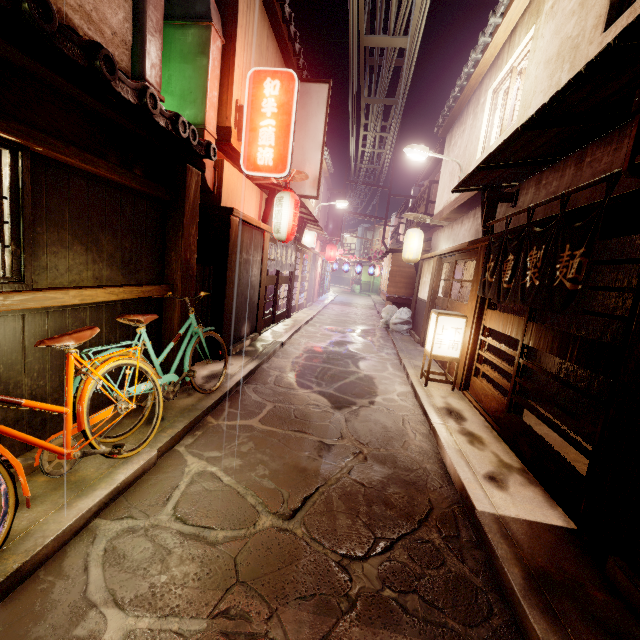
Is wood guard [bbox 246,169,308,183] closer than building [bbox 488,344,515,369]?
No

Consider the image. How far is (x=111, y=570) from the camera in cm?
402

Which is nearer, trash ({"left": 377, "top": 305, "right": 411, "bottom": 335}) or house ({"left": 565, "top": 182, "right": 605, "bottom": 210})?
house ({"left": 565, "top": 182, "right": 605, "bottom": 210})

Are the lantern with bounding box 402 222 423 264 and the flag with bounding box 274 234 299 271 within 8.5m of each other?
yes

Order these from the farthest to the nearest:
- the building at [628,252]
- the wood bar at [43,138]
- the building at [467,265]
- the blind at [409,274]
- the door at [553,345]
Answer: the blind at [409,274]
the building at [467,265]
the building at [628,252]
the door at [553,345]
the wood bar at [43,138]

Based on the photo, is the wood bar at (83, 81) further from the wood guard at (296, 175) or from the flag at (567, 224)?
the flag at (567, 224)

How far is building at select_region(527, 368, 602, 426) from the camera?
10.8 meters

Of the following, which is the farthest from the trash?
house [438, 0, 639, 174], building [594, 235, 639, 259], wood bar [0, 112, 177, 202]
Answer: wood bar [0, 112, 177, 202]
